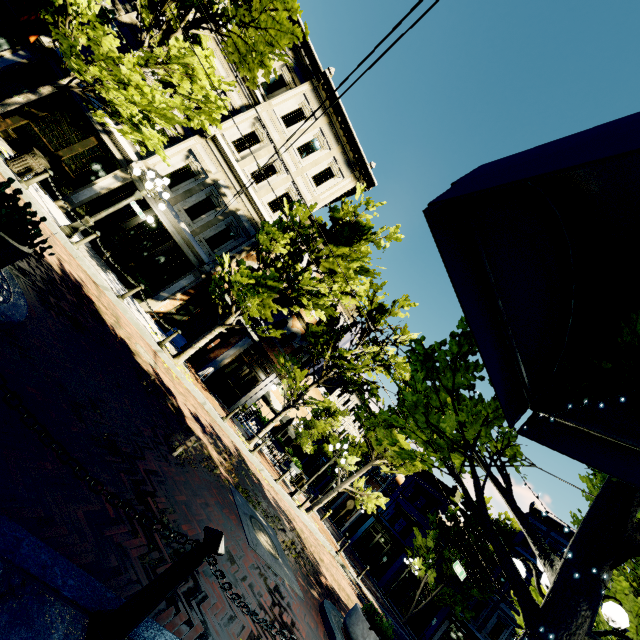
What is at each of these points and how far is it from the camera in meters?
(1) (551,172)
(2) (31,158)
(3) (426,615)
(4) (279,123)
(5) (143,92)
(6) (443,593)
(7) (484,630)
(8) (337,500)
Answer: (1) awning, 1.3
(2) garbage, 9.4
(3) building, 25.2
(4) building, 16.5
(5) tree, 9.6
(6) tree, 24.0
(7) building, 23.1
(8) building, 38.2

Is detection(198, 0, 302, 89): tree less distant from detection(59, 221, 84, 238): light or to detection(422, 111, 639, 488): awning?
detection(422, 111, 639, 488): awning

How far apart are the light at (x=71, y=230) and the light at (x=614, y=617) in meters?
12.8

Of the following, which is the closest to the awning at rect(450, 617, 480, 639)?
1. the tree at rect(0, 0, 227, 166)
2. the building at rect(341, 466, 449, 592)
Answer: the building at rect(341, 466, 449, 592)

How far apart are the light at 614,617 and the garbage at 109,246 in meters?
15.7

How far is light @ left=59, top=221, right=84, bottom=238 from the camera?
10.0m

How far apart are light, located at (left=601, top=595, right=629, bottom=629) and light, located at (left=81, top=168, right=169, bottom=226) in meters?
12.8 m

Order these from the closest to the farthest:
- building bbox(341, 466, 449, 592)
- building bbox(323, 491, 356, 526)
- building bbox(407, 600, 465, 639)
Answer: building bbox(407, 600, 465, 639)
building bbox(341, 466, 449, 592)
building bbox(323, 491, 356, 526)
